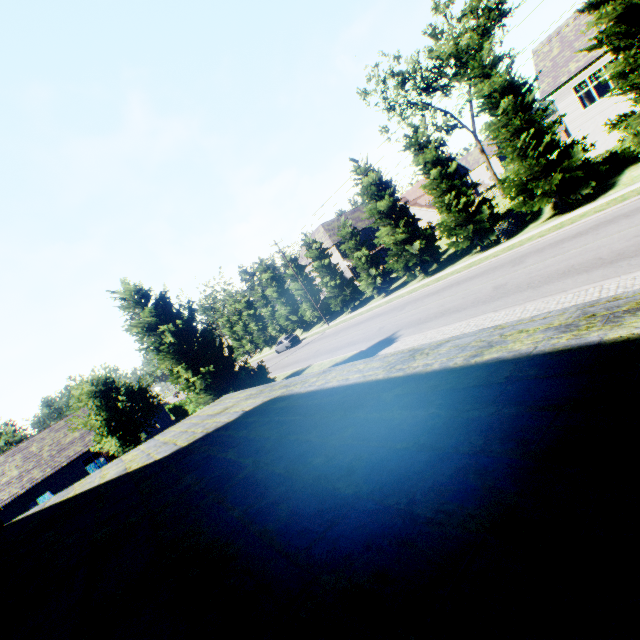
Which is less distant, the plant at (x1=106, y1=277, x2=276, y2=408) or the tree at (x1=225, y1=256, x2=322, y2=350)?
the plant at (x1=106, y1=277, x2=276, y2=408)

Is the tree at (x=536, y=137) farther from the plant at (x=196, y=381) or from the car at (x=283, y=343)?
the plant at (x=196, y=381)

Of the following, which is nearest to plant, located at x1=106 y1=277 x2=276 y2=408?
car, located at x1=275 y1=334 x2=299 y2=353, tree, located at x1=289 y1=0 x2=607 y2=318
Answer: tree, located at x1=289 y1=0 x2=607 y2=318

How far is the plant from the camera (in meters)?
16.17

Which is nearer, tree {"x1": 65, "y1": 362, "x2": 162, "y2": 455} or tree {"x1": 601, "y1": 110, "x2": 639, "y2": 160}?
tree {"x1": 601, "y1": 110, "x2": 639, "y2": 160}

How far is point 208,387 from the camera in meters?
16.9

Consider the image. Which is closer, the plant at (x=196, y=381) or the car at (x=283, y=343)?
the plant at (x=196, y=381)

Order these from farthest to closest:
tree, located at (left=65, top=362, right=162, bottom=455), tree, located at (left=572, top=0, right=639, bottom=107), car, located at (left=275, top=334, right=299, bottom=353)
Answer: car, located at (left=275, top=334, right=299, bottom=353)
tree, located at (left=65, top=362, right=162, bottom=455)
tree, located at (left=572, top=0, right=639, bottom=107)
